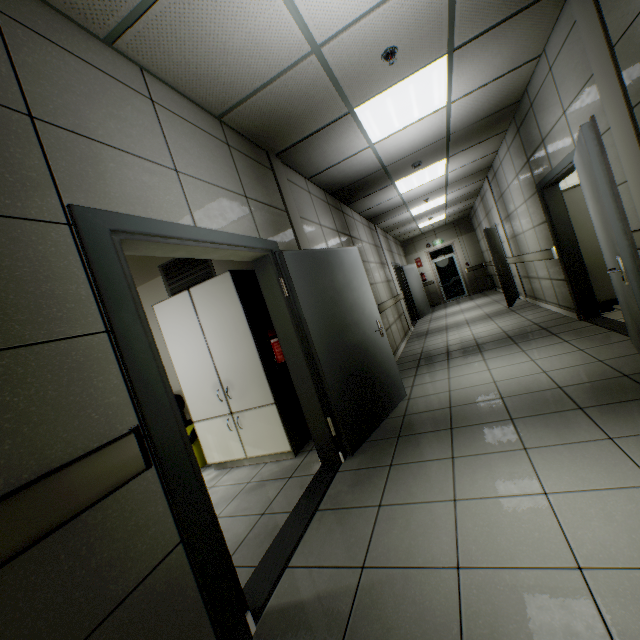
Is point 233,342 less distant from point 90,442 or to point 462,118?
point 90,442

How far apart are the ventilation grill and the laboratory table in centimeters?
169cm

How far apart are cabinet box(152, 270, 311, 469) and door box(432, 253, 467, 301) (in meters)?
12.42

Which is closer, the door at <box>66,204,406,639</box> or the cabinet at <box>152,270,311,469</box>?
the door at <box>66,204,406,639</box>

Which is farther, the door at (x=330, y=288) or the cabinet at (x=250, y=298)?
the cabinet at (x=250, y=298)

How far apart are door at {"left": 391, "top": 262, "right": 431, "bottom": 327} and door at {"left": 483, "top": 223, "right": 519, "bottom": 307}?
2.6m

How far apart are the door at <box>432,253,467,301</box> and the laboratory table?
12.9m

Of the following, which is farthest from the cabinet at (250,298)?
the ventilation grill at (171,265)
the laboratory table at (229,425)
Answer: the ventilation grill at (171,265)
